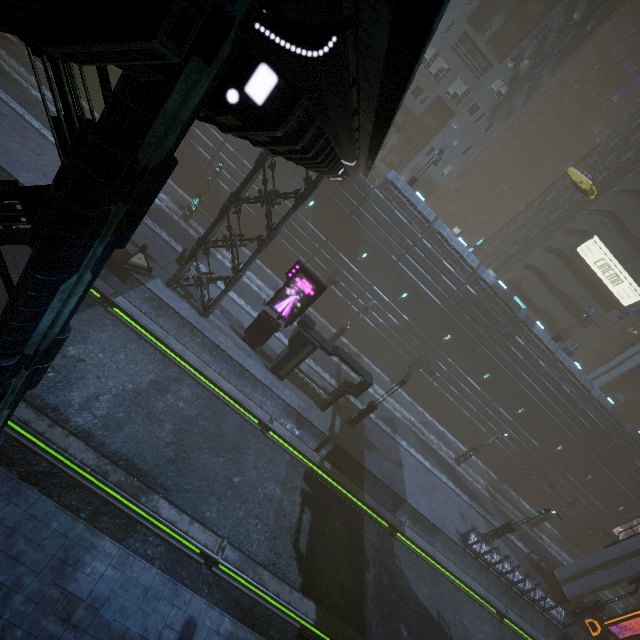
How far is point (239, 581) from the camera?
11.2 meters

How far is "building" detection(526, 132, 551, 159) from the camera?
56.9m

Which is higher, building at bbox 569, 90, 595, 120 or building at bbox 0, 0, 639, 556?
building at bbox 569, 90, 595, 120

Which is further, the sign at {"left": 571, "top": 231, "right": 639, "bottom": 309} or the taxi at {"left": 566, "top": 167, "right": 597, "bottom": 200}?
the sign at {"left": 571, "top": 231, "right": 639, "bottom": 309}

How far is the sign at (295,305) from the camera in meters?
18.0 m

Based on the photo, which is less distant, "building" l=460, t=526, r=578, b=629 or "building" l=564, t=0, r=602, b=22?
"building" l=460, t=526, r=578, b=629

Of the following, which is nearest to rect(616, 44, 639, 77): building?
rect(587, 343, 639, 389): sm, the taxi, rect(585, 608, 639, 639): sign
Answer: rect(587, 343, 639, 389): sm

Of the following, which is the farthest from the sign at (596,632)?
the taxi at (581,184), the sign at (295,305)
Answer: the sign at (295,305)
